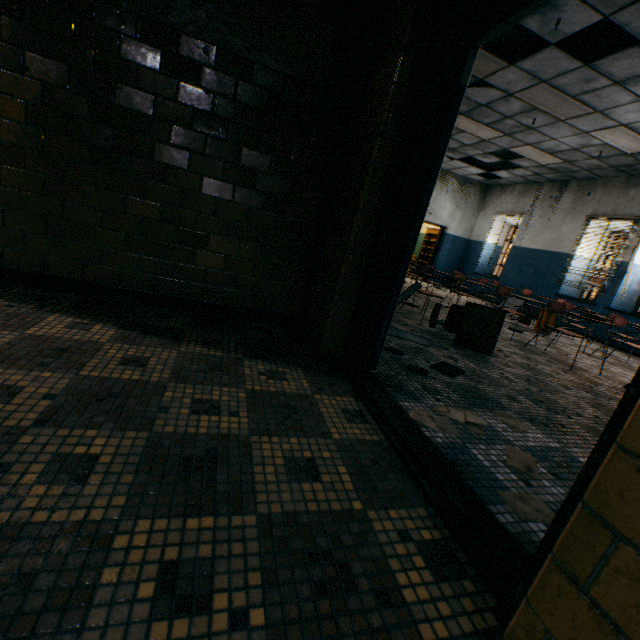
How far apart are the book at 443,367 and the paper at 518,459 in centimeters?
92cm

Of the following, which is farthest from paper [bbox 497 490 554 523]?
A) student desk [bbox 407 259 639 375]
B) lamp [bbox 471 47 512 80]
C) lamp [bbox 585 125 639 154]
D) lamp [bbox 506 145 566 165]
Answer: lamp [bbox 506 145 566 165]

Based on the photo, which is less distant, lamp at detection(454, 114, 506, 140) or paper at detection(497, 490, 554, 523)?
paper at detection(497, 490, 554, 523)

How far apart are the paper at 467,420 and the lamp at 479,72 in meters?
5.3

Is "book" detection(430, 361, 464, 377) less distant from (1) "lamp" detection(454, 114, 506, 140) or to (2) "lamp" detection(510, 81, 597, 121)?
(2) "lamp" detection(510, 81, 597, 121)

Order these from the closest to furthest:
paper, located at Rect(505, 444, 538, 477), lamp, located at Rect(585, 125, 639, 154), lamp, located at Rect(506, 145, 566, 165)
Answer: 1. paper, located at Rect(505, 444, 538, 477)
2. lamp, located at Rect(585, 125, 639, 154)
3. lamp, located at Rect(506, 145, 566, 165)

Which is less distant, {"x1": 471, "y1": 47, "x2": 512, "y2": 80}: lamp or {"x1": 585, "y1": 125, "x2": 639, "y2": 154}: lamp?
{"x1": 471, "y1": 47, "x2": 512, "y2": 80}: lamp

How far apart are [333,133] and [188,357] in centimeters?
218cm
